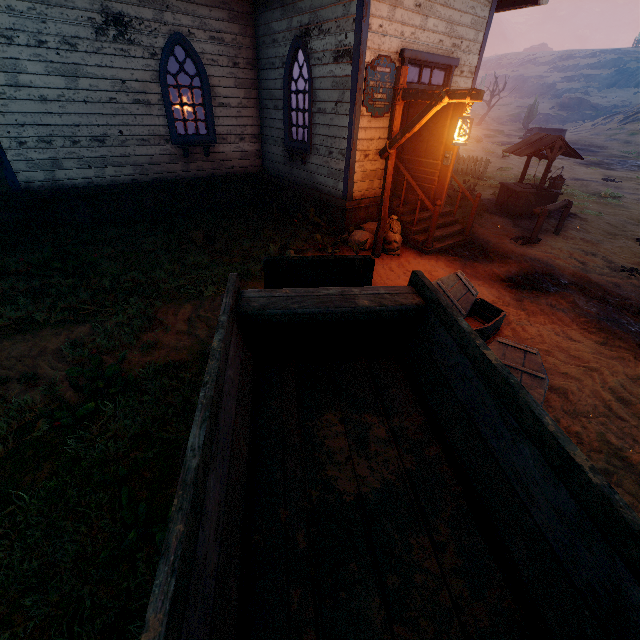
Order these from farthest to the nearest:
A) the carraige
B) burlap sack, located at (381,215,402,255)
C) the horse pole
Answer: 1. the horse pole
2. burlap sack, located at (381,215,402,255)
3. the carraige

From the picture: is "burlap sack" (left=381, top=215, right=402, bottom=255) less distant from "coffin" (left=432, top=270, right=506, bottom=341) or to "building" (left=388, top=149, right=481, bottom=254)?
"building" (left=388, top=149, right=481, bottom=254)

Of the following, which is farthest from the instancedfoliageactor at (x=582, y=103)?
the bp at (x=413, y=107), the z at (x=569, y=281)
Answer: the bp at (x=413, y=107)

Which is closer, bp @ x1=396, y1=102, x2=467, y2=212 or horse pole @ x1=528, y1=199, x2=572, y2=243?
bp @ x1=396, y1=102, x2=467, y2=212

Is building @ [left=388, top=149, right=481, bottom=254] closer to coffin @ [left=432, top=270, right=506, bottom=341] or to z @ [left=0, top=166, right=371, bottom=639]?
A: z @ [left=0, top=166, right=371, bottom=639]

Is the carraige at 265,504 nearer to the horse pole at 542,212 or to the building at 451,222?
the building at 451,222

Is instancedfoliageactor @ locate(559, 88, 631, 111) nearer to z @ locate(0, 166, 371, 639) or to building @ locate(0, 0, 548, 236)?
z @ locate(0, 166, 371, 639)

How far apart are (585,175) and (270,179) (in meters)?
19.53
